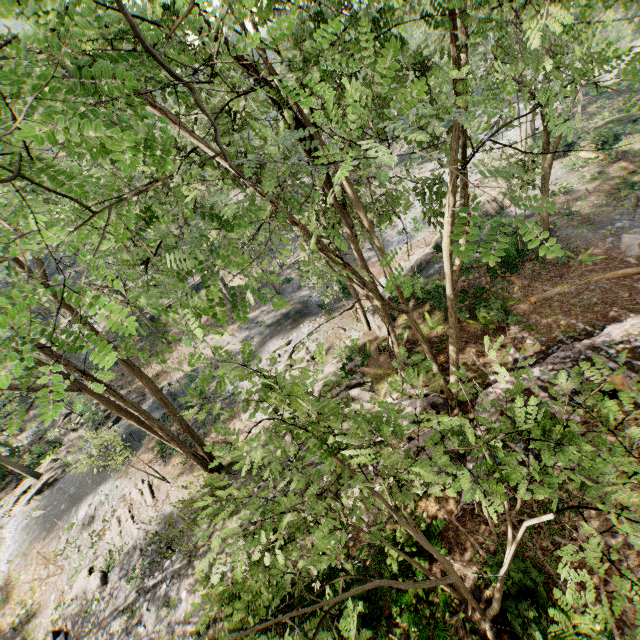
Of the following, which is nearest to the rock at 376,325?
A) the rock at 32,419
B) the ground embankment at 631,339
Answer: the ground embankment at 631,339

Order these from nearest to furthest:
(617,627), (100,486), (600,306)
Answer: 1. (617,627)
2. (600,306)
3. (100,486)

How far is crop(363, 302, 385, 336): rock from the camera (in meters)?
20.94

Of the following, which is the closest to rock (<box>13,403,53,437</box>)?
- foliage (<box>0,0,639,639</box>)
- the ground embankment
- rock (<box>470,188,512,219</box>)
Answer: foliage (<box>0,0,639,639</box>)

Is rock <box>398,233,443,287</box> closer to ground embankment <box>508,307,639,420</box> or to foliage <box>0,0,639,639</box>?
foliage <box>0,0,639,639</box>

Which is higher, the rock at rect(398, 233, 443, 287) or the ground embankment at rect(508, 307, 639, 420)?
the ground embankment at rect(508, 307, 639, 420)

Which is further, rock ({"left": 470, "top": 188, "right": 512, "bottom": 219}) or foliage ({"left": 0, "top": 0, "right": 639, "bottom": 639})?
rock ({"left": 470, "top": 188, "right": 512, "bottom": 219})

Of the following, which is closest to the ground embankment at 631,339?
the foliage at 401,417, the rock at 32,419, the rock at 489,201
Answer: the foliage at 401,417
